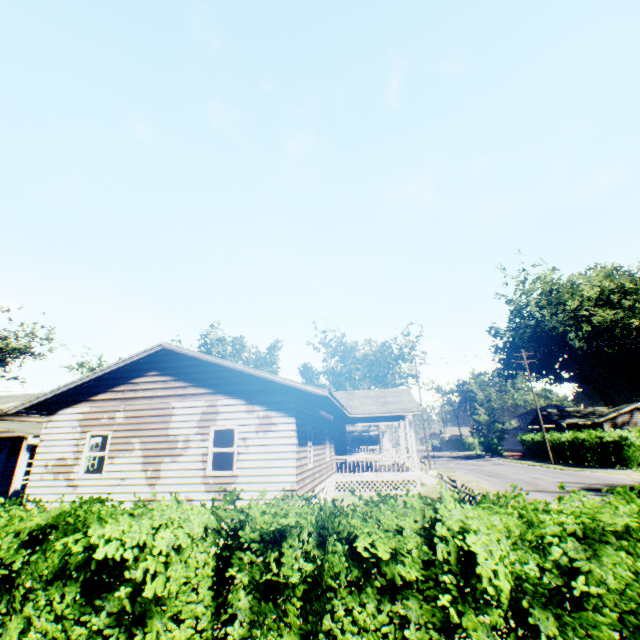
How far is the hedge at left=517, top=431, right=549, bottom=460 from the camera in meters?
38.0 m

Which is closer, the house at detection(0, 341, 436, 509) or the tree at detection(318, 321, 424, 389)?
the house at detection(0, 341, 436, 509)

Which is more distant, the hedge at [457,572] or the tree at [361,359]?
the tree at [361,359]

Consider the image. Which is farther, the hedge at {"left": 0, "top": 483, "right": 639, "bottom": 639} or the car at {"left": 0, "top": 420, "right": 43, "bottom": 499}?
the car at {"left": 0, "top": 420, "right": 43, "bottom": 499}

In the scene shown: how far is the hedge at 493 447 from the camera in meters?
54.9 m

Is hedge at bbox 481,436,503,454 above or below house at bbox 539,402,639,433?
below

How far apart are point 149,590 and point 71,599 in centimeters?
244cm

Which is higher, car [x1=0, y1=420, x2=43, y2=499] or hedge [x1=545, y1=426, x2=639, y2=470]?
car [x1=0, y1=420, x2=43, y2=499]
